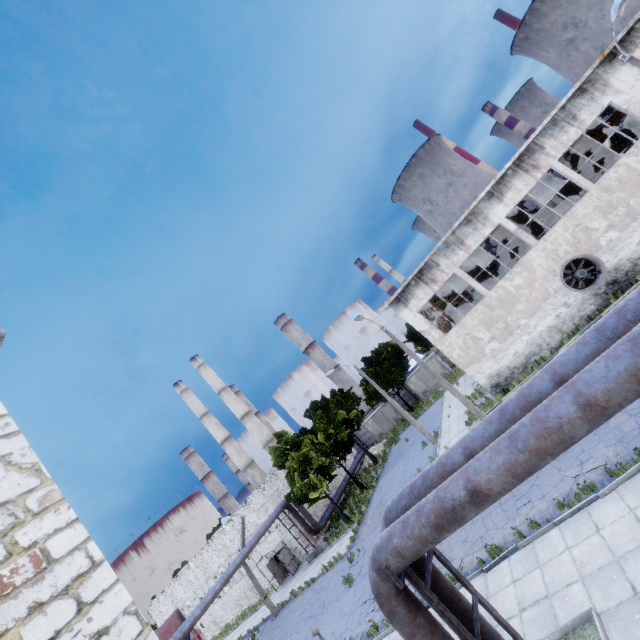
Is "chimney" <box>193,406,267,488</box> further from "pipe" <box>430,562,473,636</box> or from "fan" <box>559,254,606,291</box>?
"fan" <box>559,254,606,291</box>

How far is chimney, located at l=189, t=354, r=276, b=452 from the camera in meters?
54.5

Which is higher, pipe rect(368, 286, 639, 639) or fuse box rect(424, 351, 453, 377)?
pipe rect(368, 286, 639, 639)

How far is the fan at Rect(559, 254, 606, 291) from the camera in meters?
18.6

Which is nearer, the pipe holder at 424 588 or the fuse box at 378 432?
the pipe holder at 424 588

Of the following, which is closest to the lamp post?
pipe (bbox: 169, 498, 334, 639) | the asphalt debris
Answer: the asphalt debris

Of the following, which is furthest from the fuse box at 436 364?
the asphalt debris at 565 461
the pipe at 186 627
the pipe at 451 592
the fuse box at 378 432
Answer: the pipe at 451 592

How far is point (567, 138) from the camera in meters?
19.1
